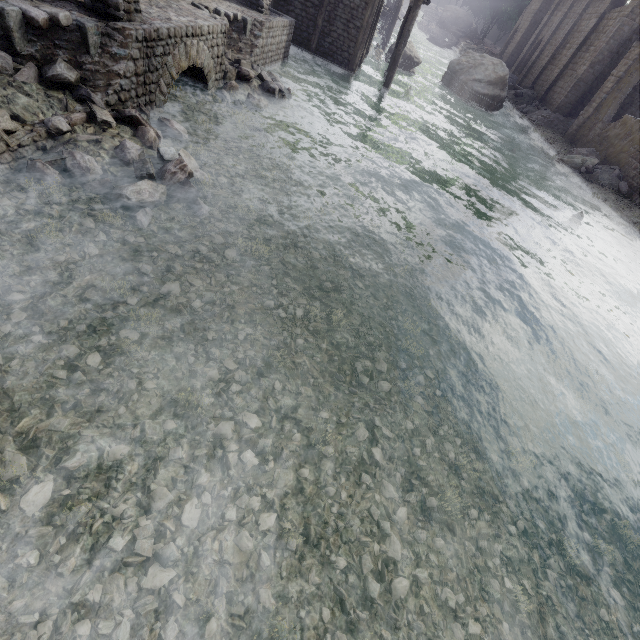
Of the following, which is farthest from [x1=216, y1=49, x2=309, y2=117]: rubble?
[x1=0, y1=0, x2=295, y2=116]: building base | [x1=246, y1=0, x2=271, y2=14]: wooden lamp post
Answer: [x1=246, y1=0, x2=271, y2=14]: wooden lamp post

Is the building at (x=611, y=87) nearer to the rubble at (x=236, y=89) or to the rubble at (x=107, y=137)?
the rubble at (x=107, y=137)

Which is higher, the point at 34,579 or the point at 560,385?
the point at 34,579

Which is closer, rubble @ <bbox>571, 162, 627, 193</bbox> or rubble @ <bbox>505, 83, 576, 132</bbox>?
rubble @ <bbox>571, 162, 627, 193</bbox>

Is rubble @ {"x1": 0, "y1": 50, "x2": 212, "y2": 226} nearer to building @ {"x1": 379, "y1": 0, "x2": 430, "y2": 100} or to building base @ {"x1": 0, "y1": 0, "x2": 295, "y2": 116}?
building base @ {"x1": 0, "y1": 0, "x2": 295, "y2": 116}

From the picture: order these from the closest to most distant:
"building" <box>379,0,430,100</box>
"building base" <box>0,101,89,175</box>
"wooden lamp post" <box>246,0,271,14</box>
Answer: "building base" <box>0,101,89,175</box> → "wooden lamp post" <box>246,0,271,14</box> → "building" <box>379,0,430,100</box>

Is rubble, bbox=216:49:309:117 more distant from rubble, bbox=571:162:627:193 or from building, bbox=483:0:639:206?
rubble, bbox=571:162:627:193

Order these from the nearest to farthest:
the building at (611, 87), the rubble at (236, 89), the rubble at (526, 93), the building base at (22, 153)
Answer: the building base at (22, 153), the rubble at (236, 89), the building at (611, 87), the rubble at (526, 93)
